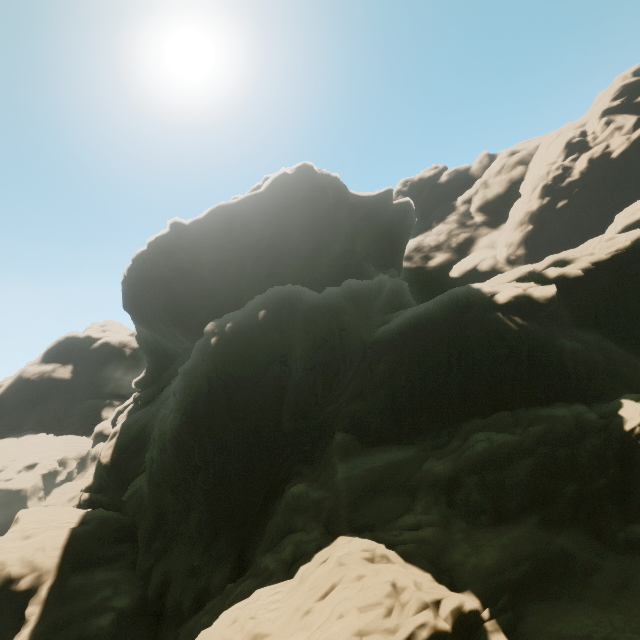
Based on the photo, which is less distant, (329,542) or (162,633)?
(329,542)
